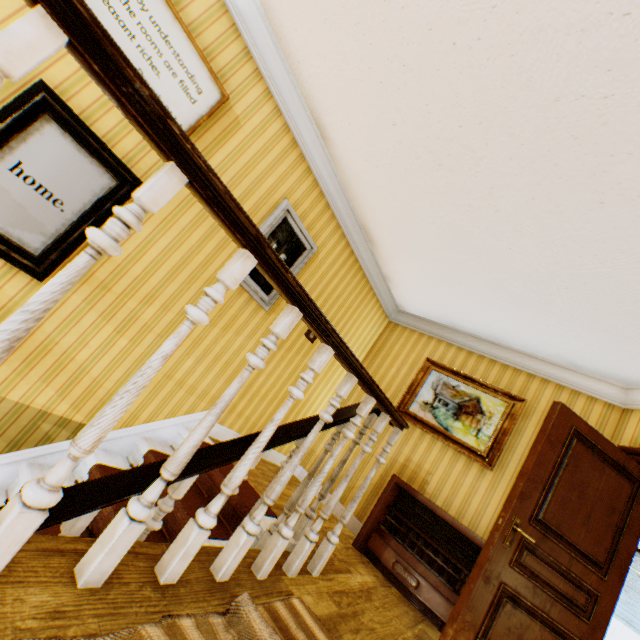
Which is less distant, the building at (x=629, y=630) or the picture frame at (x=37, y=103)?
the picture frame at (x=37, y=103)

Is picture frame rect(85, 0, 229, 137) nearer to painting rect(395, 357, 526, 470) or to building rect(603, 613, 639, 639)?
building rect(603, 613, 639, 639)

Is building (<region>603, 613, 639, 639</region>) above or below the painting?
below

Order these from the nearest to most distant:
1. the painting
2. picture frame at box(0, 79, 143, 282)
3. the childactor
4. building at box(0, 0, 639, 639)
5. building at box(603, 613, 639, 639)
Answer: building at box(0, 0, 639, 639) < picture frame at box(0, 79, 143, 282) < the childactor < the painting < building at box(603, 613, 639, 639)

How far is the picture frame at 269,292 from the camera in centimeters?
338cm

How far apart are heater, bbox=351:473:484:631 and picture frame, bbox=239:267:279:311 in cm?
244

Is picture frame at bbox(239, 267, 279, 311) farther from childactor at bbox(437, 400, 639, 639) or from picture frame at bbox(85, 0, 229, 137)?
childactor at bbox(437, 400, 639, 639)

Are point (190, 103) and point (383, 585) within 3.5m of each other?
no
